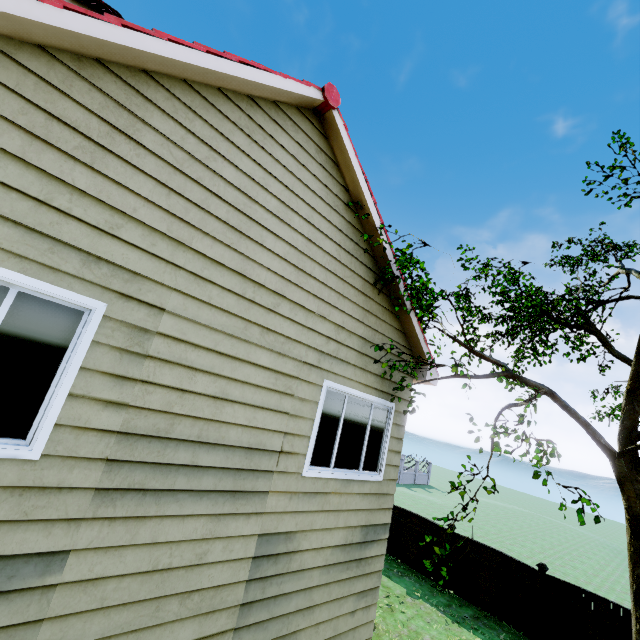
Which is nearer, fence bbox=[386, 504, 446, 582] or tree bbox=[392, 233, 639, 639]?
tree bbox=[392, 233, 639, 639]

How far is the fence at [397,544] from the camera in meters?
12.2

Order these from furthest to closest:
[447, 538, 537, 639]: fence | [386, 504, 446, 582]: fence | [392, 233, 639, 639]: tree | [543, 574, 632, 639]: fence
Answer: [386, 504, 446, 582]: fence < [447, 538, 537, 639]: fence < [543, 574, 632, 639]: fence < [392, 233, 639, 639]: tree

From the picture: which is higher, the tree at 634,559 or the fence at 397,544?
the tree at 634,559

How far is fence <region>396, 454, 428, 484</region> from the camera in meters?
35.2 m

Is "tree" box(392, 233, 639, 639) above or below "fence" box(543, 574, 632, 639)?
above

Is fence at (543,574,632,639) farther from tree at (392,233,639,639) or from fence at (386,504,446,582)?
tree at (392,233,639,639)

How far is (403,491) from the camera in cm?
2914
